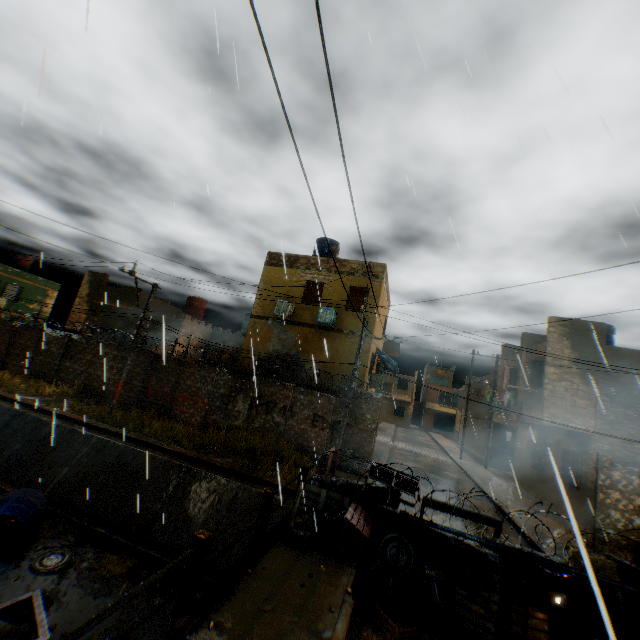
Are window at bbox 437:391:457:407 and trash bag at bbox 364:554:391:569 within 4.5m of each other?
no

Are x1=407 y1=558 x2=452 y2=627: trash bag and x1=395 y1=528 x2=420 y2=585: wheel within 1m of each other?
yes

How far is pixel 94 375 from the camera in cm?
1789

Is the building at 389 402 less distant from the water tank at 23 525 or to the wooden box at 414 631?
→ the water tank at 23 525

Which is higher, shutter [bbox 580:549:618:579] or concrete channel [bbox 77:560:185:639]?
shutter [bbox 580:549:618:579]

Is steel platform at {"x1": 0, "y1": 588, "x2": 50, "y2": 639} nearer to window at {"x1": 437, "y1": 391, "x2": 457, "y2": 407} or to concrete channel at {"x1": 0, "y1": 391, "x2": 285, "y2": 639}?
concrete channel at {"x1": 0, "y1": 391, "x2": 285, "y2": 639}

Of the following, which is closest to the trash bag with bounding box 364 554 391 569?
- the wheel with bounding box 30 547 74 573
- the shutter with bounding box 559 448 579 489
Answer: the shutter with bounding box 559 448 579 489

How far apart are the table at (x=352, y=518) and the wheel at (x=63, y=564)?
7.8m
